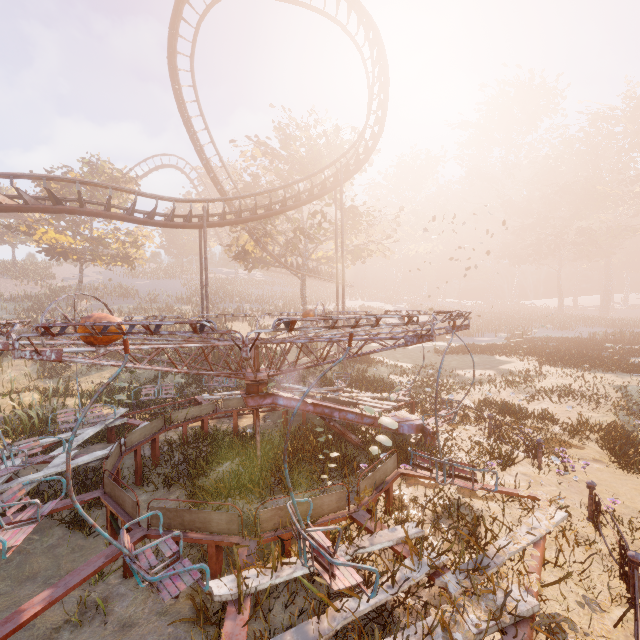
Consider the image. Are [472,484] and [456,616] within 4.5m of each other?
yes

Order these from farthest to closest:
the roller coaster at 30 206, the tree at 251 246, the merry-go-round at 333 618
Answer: the tree at 251 246, the roller coaster at 30 206, the merry-go-round at 333 618

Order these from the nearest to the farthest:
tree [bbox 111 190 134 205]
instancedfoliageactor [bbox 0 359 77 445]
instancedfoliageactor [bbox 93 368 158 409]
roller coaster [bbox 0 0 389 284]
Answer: instancedfoliageactor [bbox 0 359 77 445]
instancedfoliageactor [bbox 93 368 158 409]
roller coaster [bbox 0 0 389 284]
tree [bbox 111 190 134 205]

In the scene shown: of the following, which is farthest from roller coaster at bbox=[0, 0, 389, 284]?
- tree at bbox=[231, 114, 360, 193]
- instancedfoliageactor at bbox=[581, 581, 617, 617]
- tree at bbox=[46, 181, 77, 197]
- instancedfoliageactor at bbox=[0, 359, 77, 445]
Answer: instancedfoliageactor at bbox=[581, 581, 617, 617]

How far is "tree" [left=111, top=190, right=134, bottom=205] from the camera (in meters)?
30.56

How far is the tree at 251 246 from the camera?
27.5 meters

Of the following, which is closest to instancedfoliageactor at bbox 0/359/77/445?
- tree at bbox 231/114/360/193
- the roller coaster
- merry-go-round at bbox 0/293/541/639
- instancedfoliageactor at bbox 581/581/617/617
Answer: the roller coaster

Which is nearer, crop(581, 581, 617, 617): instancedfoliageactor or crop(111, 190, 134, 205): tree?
crop(581, 581, 617, 617): instancedfoliageactor
